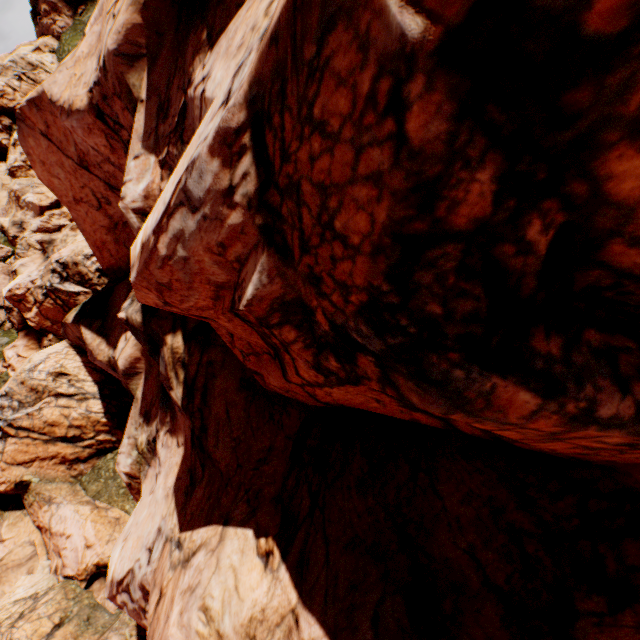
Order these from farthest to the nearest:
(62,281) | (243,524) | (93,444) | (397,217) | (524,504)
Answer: (62,281) < (93,444) < (243,524) < (524,504) < (397,217)
